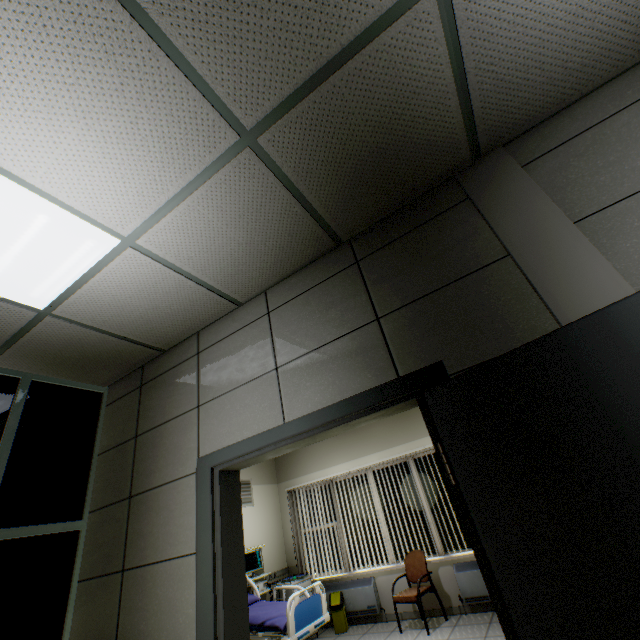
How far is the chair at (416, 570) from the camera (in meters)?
4.81

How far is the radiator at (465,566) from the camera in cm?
489

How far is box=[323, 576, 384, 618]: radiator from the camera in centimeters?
560cm

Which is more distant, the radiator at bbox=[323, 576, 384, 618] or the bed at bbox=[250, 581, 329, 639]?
the radiator at bbox=[323, 576, 384, 618]

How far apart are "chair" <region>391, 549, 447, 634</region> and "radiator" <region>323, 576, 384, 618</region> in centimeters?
71cm

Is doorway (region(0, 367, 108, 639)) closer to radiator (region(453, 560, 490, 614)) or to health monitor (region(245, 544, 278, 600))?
health monitor (region(245, 544, 278, 600))

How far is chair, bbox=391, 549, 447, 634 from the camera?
4.8 meters

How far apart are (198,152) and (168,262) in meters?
0.8
